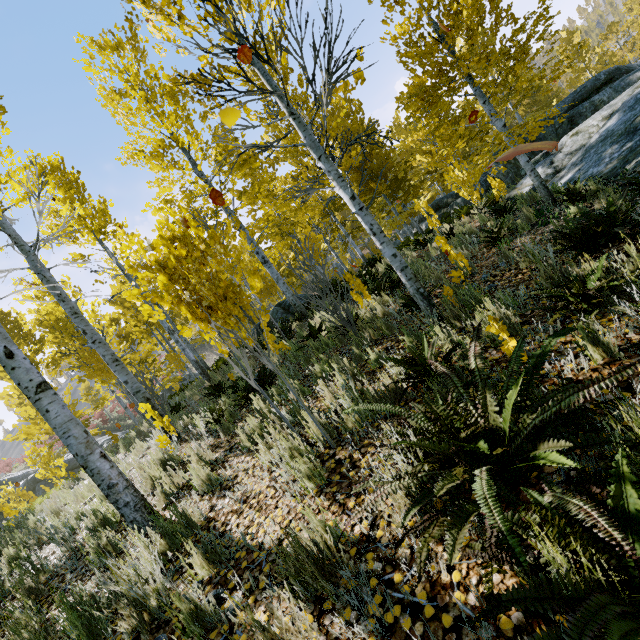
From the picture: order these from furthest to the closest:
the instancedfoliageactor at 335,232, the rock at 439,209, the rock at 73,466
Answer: the rock at 73,466
the rock at 439,209
the instancedfoliageactor at 335,232

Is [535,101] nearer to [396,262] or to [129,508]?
[396,262]

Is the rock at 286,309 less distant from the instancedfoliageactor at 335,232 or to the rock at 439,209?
the instancedfoliageactor at 335,232

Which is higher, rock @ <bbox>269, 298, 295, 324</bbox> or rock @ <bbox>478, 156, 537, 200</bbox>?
rock @ <bbox>269, 298, 295, 324</bbox>

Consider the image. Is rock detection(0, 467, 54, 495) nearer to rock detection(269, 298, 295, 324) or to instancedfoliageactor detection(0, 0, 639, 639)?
instancedfoliageactor detection(0, 0, 639, 639)

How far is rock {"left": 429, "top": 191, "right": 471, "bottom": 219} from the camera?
18.8m

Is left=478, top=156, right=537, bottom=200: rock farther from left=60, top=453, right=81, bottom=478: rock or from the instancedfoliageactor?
left=60, top=453, right=81, bottom=478: rock
